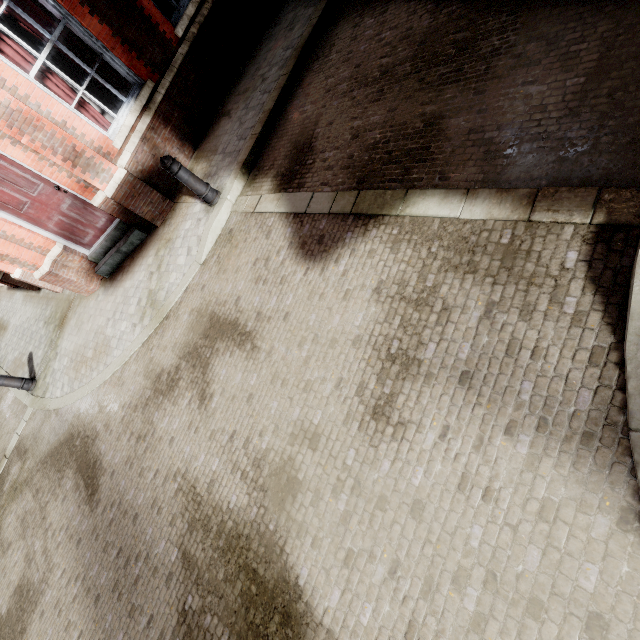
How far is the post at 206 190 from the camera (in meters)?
4.75

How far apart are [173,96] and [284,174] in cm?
353

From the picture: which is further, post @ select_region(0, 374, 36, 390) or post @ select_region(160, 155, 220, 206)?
post @ select_region(0, 374, 36, 390)

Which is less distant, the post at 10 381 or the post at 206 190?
the post at 206 190

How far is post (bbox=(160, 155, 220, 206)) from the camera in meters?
4.7 m
